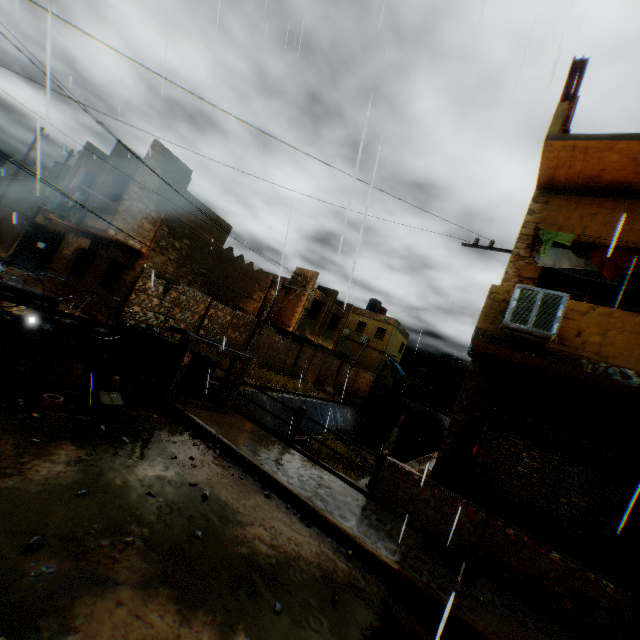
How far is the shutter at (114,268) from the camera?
16.14m

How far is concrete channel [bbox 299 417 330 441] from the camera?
20.7 meters

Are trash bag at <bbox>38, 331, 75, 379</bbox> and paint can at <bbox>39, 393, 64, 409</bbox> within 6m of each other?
yes

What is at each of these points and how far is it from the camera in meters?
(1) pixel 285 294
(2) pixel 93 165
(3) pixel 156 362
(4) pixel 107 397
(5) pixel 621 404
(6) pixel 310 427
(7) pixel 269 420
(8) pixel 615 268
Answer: (1) building, 25.0
(2) building, 17.2
(3) concrete block, 8.8
(4) cardboard box, 5.8
(5) building, 6.5
(6) concrete channel, 21.4
(7) concrete channel, 17.6
(8) dryer, 6.5

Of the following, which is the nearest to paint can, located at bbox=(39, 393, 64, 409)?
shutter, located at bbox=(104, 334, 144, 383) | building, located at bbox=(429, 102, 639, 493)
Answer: shutter, located at bbox=(104, 334, 144, 383)

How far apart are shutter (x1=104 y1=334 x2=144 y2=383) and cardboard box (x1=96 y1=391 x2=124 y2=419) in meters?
1.5 m

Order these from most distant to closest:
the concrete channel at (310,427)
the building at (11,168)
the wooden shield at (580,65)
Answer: the building at (11,168), the concrete channel at (310,427), the wooden shield at (580,65)
